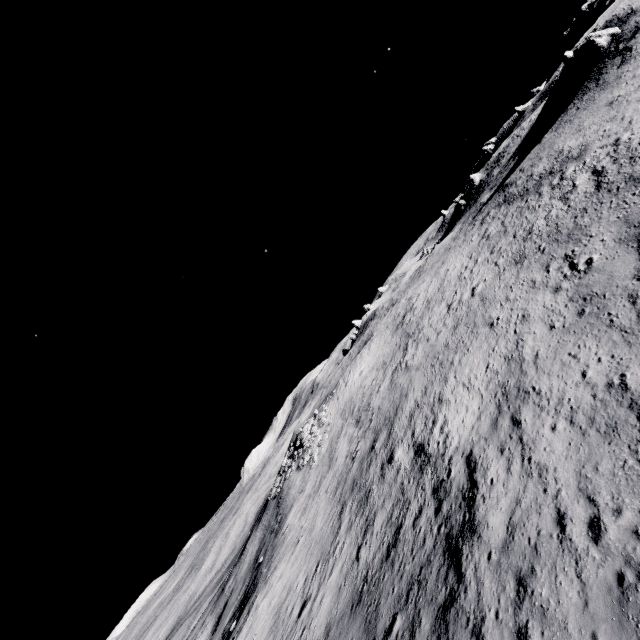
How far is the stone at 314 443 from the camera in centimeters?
3749cm

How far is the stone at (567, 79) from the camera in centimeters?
3462cm

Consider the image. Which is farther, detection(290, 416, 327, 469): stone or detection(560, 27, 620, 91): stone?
detection(290, 416, 327, 469): stone

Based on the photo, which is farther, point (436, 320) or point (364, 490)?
point (436, 320)

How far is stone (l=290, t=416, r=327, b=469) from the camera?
37.5 meters

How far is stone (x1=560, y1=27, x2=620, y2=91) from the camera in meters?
34.6

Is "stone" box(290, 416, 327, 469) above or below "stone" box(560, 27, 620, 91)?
below
